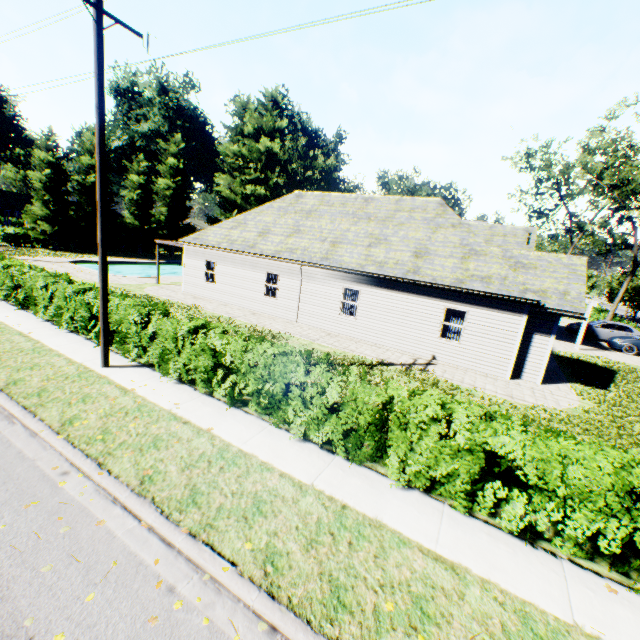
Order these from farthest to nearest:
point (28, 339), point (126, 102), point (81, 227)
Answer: point (126, 102)
point (81, 227)
point (28, 339)

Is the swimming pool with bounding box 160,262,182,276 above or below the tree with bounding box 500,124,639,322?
below

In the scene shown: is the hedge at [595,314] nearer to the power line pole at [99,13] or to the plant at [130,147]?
the plant at [130,147]

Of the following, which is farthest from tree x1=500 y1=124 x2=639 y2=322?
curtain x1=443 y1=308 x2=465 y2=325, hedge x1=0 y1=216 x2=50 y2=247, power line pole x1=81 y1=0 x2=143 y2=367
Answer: power line pole x1=81 y1=0 x2=143 y2=367

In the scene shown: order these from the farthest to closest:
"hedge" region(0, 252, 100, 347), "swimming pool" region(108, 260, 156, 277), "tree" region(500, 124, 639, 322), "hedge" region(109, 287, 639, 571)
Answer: "swimming pool" region(108, 260, 156, 277) → "tree" region(500, 124, 639, 322) → "hedge" region(0, 252, 100, 347) → "hedge" region(109, 287, 639, 571)

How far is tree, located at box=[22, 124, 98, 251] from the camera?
33.0m

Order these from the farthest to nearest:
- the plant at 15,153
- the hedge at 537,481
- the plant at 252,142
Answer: the plant at 252,142, the plant at 15,153, the hedge at 537,481

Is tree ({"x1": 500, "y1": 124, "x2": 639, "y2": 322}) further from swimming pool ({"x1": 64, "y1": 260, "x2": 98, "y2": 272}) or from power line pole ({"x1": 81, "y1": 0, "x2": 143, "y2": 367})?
power line pole ({"x1": 81, "y1": 0, "x2": 143, "y2": 367})
